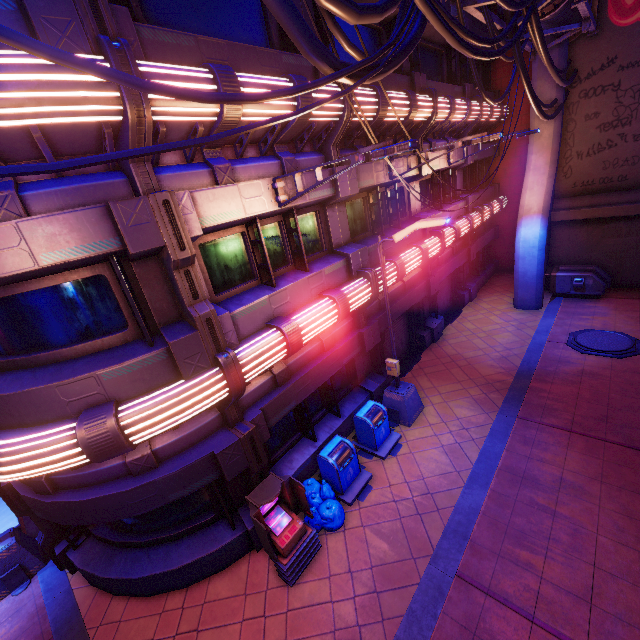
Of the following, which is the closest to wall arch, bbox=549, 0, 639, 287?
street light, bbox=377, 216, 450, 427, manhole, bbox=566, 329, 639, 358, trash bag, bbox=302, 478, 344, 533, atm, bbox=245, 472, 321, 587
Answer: manhole, bbox=566, 329, 639, 358

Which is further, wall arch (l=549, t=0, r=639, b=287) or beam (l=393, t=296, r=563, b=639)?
wall arch (l=549, t=0, r=639, b=287)

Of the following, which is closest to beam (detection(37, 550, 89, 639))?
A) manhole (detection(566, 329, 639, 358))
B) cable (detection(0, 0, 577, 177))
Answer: cable (detection(0, 0, 577, 177))

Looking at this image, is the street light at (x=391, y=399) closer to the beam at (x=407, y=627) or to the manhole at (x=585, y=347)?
the beam at (x=407, y=627)

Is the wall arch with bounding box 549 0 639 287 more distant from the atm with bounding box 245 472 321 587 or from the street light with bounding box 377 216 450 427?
the atm with bounding box 245 472 321 587

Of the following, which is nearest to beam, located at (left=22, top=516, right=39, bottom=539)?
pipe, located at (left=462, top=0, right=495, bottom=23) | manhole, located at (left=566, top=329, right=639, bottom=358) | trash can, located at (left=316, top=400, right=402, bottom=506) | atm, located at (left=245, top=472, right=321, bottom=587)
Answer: atm, located at (left=245, top=472, right=321, bottom=587)

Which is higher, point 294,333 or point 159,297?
point 159,297

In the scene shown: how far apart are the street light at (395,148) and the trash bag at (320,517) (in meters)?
6.62
